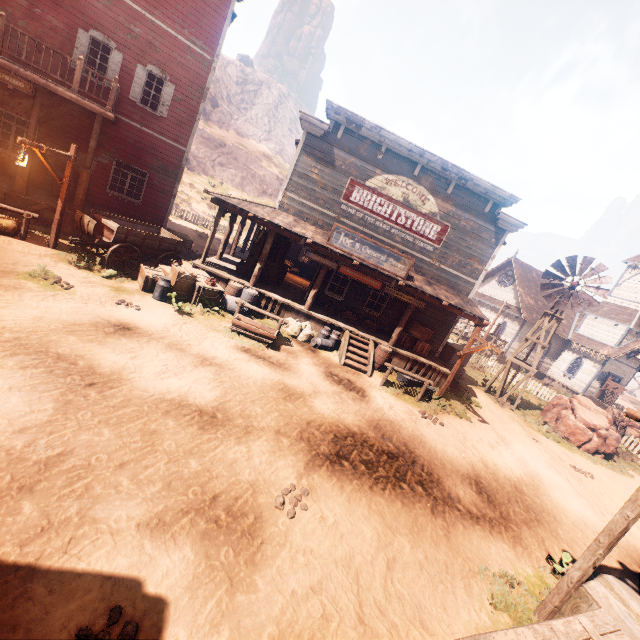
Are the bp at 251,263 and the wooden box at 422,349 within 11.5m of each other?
yes

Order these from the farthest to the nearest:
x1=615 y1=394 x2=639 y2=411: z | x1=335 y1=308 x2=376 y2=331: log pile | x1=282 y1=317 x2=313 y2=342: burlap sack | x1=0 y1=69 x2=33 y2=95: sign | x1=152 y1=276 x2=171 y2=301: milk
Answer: x1=615 y1=394 x2=639 y2=411: z < x1=335 y1=308 x2=376 y2=331: log pile < x1=282 y1=317 x2=313 y2=342: burlap sack < x1=152 y1=276 x2=171 y2=301: milk < x1=0 y1=69 x2=33 y2=95: sign

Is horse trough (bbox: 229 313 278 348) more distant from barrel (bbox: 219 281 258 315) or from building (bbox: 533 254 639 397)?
building (bbox: 533 254 639 397)

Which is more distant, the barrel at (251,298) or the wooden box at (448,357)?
the wooden box at (448,357)

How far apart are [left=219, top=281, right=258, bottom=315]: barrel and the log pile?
3.8 meters

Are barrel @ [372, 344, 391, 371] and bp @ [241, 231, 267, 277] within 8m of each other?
yes

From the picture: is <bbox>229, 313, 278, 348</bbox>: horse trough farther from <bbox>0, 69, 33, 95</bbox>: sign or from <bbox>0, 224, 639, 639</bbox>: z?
<bbox>0, 69, 33, 95</bbox>: sign

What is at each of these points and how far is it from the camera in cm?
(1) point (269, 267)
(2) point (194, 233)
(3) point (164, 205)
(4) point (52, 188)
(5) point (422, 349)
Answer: (1) bp, 1445
(2) z, 2600
(3) building, 1594
(4) barrel, 1287
(5) wooden box, 1461
